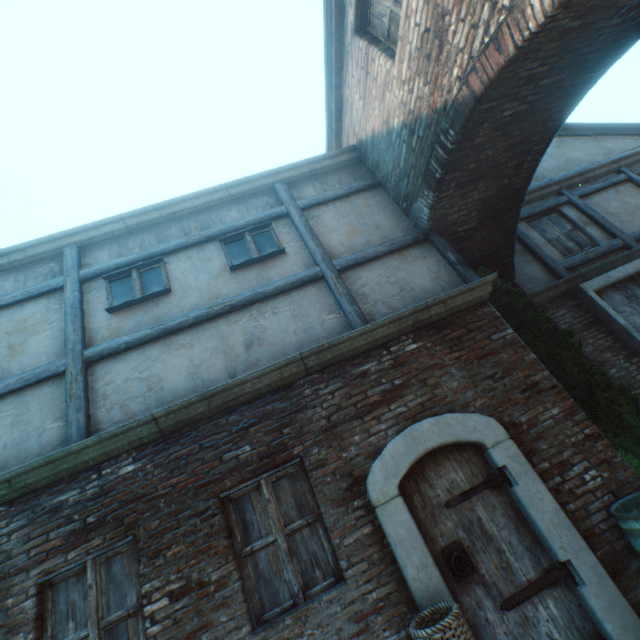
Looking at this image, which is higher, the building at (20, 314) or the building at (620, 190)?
the building at (20, 314)

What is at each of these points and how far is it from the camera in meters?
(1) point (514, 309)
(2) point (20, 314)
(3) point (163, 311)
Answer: (1) tree, 5.8
(2) building, 5.2
(3) building, 5.1

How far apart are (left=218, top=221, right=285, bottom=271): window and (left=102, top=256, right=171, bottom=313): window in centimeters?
96cm

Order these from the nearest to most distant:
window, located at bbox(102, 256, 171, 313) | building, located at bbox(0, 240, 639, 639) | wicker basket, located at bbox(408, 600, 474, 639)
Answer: wicker basket, located at bbox(408, 600, 474, 639) < building, located at bbox(0, 240, 639, 639) < window, located at bbox(102, 256, 171, 313)

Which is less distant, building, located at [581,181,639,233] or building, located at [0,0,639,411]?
building, located at [0,0,639,411]

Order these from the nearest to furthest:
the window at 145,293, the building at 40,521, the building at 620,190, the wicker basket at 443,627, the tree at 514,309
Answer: the wicker basket at 443,627, the building at 40,521, the tree at 514,309, the window at 145,293, the building at 620,190

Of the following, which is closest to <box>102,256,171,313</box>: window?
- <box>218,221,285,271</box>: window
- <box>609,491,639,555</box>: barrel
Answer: <box>218,221,285,271</box>: window

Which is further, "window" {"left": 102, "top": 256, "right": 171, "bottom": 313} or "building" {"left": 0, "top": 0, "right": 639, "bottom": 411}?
"window" {"left": 102, "top": 256, "right": 171, "bottom": 313}
